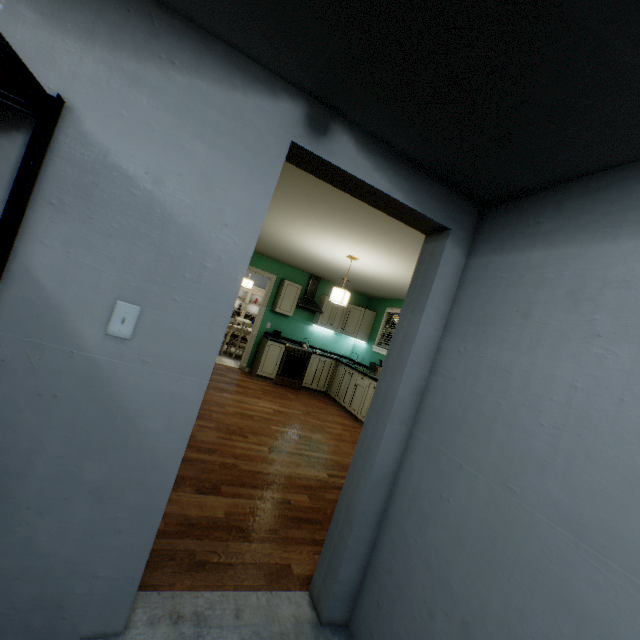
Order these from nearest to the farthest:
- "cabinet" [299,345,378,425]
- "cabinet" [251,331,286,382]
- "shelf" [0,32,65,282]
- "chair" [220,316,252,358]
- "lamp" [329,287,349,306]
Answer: "shelf" [0,32,65,282] → "lamp" [329,287,349,306] → "cabinet" [299,345,378,425] → "cabinet" [251,331,286,382] → "chair" [220,316,252,358]

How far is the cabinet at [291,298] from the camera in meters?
6.8 m

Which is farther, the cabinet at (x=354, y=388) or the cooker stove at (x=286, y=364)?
the cooker stove at (x=286, y=364)

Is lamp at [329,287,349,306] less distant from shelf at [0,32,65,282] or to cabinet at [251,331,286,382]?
cabinet at [251,331,286,382]

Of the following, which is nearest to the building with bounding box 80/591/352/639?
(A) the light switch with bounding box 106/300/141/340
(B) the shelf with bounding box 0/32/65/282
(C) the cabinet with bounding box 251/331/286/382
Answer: (B) the shelf with bounding box 0/32/65/282

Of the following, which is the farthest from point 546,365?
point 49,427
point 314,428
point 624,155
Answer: point 314,428

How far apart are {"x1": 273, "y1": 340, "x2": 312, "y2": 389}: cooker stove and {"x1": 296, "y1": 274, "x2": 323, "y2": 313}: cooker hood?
0.82m

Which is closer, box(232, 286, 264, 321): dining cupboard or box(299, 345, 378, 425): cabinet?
box(299, 345, 378, 425): cabinet
